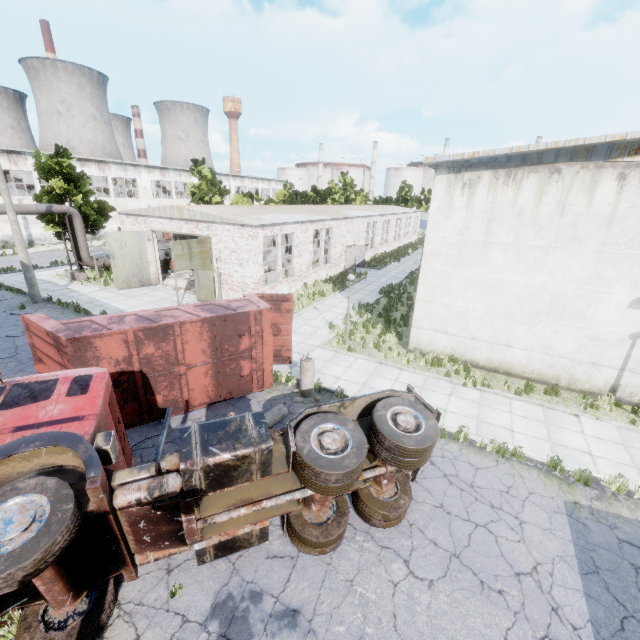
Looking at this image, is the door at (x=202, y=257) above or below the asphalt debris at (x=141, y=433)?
above

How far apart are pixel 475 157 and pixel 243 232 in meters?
12.6

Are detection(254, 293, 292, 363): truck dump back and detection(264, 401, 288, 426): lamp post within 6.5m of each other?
yes

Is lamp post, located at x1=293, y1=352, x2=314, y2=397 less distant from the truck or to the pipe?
the truck

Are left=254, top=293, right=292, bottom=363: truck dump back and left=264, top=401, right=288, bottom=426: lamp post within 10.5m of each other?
yes

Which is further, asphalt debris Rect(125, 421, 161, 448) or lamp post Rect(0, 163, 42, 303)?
lamp post Rect(0, 163, 42, 303)

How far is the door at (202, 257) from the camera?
18.59m

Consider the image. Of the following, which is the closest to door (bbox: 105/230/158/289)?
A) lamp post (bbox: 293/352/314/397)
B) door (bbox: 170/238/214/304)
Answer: door (bbox: 170/238/214/304)
